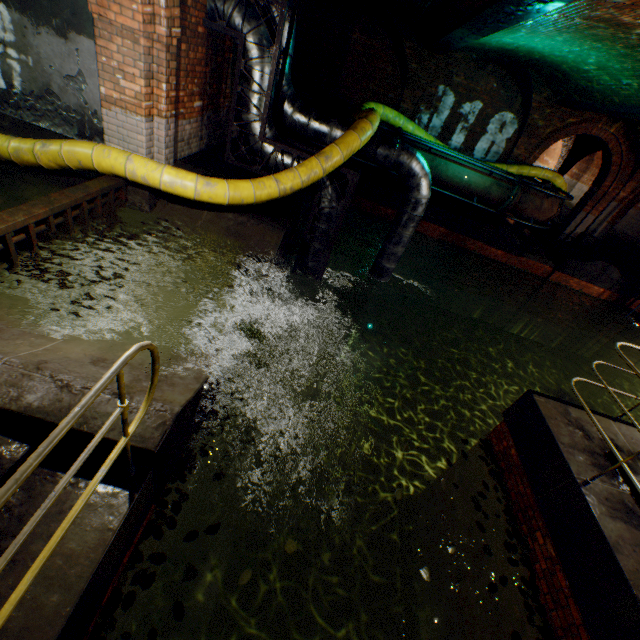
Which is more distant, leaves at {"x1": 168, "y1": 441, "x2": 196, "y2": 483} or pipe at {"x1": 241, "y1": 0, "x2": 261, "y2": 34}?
pipe at {"x1": 241, "y1": 0, "x2": 261, "y2": 34}

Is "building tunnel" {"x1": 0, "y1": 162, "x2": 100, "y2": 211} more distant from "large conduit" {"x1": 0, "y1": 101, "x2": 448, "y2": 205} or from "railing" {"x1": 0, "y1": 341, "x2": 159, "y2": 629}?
"railing" {"x1": 0, "y1": 341, "x2": 159, "y2": 629}

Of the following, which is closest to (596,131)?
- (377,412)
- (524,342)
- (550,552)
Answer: (524,342)

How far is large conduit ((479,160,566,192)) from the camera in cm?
1212

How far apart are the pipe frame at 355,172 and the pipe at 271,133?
0.0m

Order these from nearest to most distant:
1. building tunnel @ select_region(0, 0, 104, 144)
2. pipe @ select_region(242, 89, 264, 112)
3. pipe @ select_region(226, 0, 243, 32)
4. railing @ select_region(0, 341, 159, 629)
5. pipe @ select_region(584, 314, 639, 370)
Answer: railing @ select_region(0, 341, 159, 629)
building tunnel @ select_region(0, 0, 104, 144)
pipe @ select_region(226, 0, 243, 32)
pipe @ select_region(242, 89, 264, 112)
pipe @ select_region(584, 314, 639, 370)

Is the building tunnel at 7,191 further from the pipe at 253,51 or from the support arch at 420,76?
the support arch at 420,76

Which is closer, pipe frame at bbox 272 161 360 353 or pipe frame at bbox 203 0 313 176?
pipe frame at bbox 203 0 313 176
